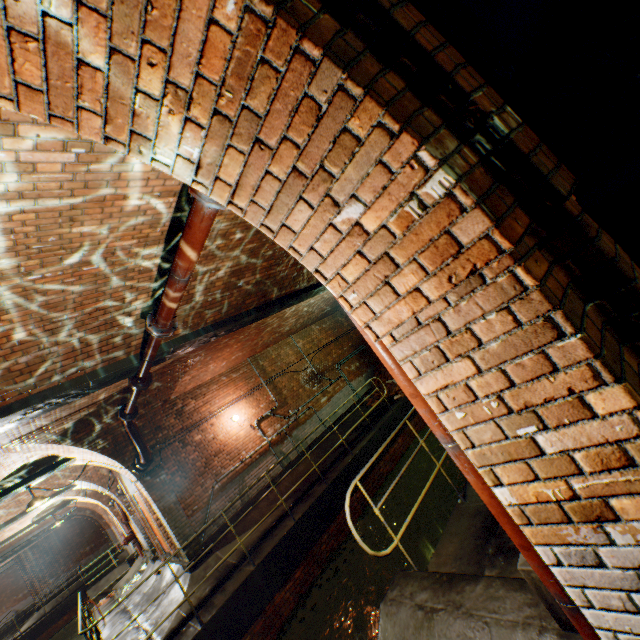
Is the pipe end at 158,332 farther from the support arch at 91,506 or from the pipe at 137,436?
the support arch at 91,506

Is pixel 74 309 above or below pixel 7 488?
above

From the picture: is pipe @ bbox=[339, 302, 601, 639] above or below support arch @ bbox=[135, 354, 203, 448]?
below

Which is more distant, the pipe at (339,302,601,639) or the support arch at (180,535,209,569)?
the support arch at (180,535,209,569)

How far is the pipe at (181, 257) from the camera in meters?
2.7

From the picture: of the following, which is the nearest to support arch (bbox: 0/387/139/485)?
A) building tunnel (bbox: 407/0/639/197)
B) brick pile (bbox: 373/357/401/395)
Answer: brick pile (bbox: 373/357/401/395)

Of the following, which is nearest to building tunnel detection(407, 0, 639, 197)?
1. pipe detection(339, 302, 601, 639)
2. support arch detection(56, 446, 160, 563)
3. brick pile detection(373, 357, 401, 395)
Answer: pipe detection(339, 302, 601, 639)

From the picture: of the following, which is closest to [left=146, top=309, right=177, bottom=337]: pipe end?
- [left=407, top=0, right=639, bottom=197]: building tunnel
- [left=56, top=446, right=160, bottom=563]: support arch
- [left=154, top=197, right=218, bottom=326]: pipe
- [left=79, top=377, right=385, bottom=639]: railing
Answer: [left=154, top=197, right=218, bottom=326]: pipe
